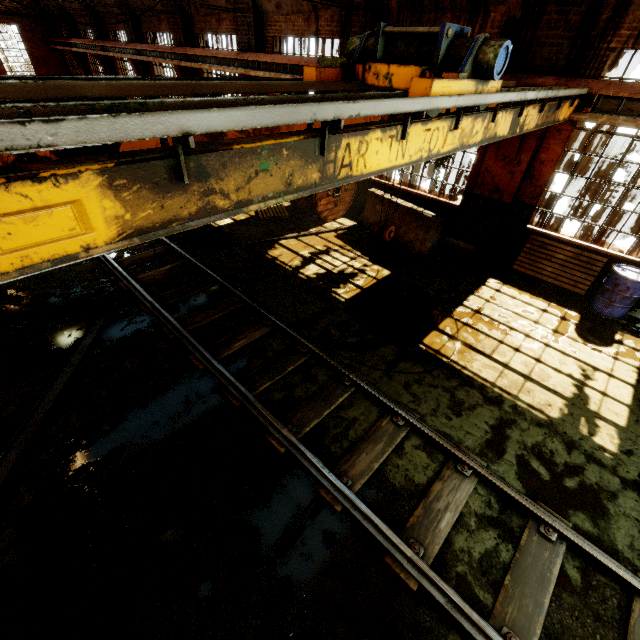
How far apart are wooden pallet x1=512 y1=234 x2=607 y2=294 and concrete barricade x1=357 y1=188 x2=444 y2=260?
1.9m

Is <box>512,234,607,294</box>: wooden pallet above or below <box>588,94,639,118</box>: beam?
below

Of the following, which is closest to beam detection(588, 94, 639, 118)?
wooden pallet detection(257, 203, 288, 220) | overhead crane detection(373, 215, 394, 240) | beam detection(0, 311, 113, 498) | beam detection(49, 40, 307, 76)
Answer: overhead crane detection(373, 215, 394, 240)

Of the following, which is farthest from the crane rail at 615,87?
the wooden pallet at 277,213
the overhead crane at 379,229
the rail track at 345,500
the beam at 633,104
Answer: the rail track at 345,500

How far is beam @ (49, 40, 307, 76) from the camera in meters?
10.6 m

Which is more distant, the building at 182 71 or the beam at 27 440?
the building at 182 71

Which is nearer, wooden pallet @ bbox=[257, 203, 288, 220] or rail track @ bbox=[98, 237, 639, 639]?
rail track @ bbox=[98, 237, 639, 639]

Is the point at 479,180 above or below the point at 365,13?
below
